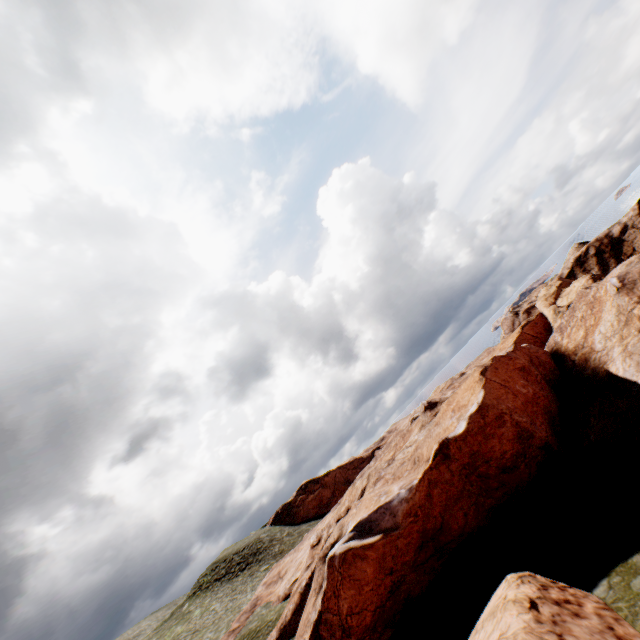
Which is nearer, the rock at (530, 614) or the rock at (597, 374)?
the rock at (530, 614)

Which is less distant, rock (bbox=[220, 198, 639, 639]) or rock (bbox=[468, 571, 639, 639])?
rock (bbox=[468, 571, 639, 639])

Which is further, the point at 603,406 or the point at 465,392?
the point at 465,392
